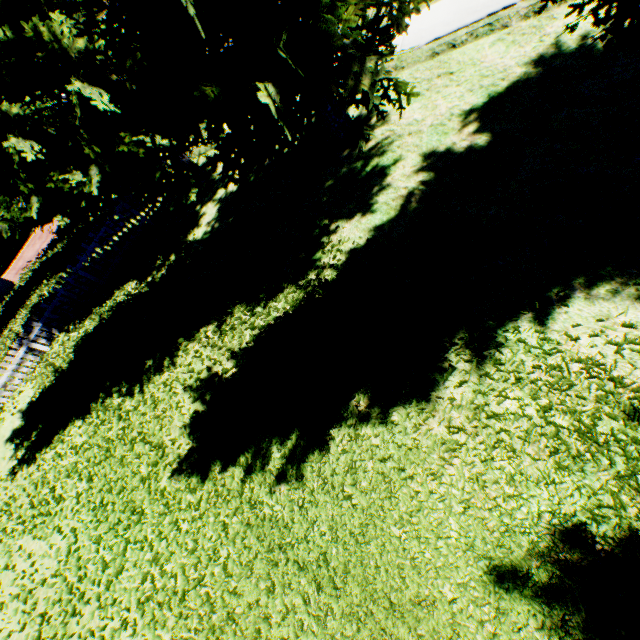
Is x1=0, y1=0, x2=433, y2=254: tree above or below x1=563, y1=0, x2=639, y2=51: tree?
above

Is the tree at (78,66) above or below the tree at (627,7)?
above

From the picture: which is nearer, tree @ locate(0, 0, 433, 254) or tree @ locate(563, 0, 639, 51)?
tree @ locate(563, 0, 639, 51)

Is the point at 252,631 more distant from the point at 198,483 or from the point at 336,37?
the point at 336,37

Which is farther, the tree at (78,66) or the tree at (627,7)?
the tree at (78,66)
